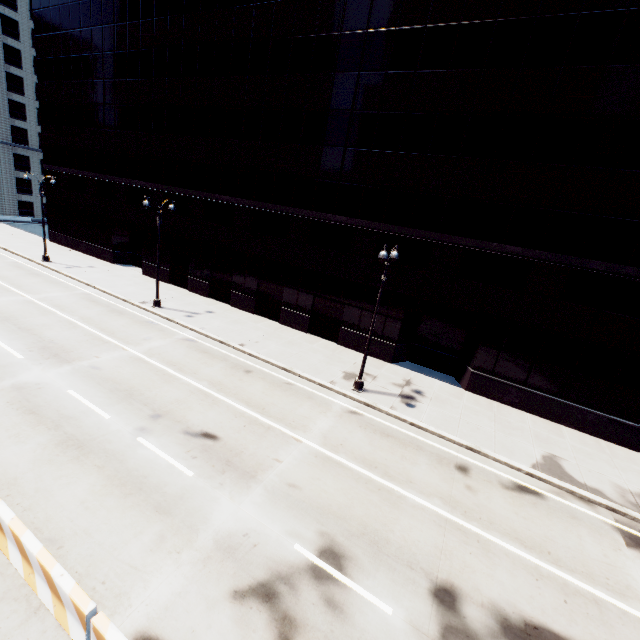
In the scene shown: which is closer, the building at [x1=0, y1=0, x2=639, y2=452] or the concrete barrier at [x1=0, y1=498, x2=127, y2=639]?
the concrete barrier at [x1=0, y1=498, x2=127, y2=639]

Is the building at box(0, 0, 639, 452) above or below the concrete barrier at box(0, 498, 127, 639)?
above

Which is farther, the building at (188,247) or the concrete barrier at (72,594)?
the building at (188,247)

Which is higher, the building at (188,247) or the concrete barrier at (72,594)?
the building at (188,247)

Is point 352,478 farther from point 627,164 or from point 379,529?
point 627,164
